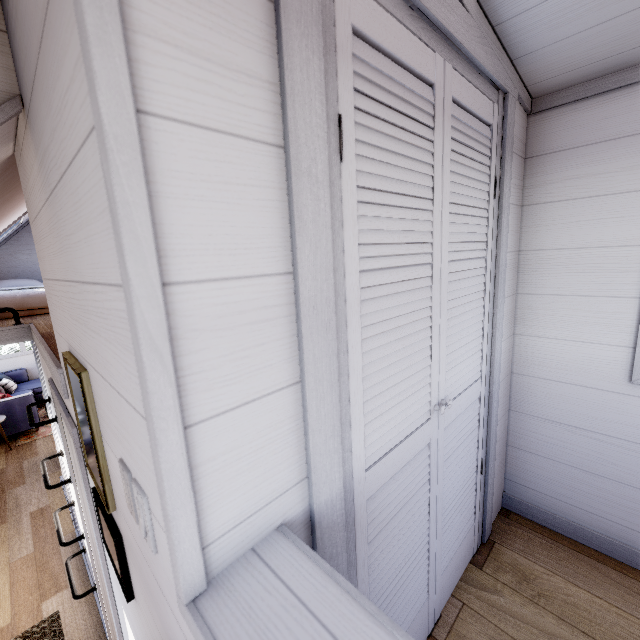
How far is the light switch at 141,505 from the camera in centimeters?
63cm

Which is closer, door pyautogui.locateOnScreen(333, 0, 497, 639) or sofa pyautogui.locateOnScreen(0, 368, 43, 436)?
door pyautogui.locateOnScreen(333, 0, 497, 639)

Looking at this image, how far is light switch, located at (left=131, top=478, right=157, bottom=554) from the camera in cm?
63

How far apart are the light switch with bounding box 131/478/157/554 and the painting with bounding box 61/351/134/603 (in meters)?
0.37

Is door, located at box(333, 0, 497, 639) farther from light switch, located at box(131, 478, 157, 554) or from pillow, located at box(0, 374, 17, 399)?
pillow, located at box(0, 374, 17, 399)

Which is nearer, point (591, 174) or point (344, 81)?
point (344, 81)

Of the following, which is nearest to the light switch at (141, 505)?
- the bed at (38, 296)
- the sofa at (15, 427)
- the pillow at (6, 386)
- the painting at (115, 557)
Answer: the painting at (115, 557)

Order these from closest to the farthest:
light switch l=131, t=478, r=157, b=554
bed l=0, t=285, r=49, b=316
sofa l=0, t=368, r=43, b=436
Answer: light switch l=131, t=478, r=157, b=554
bed l=0, t=285, r=49, b=316
sofa l=0, t=368, r=43, b=436
